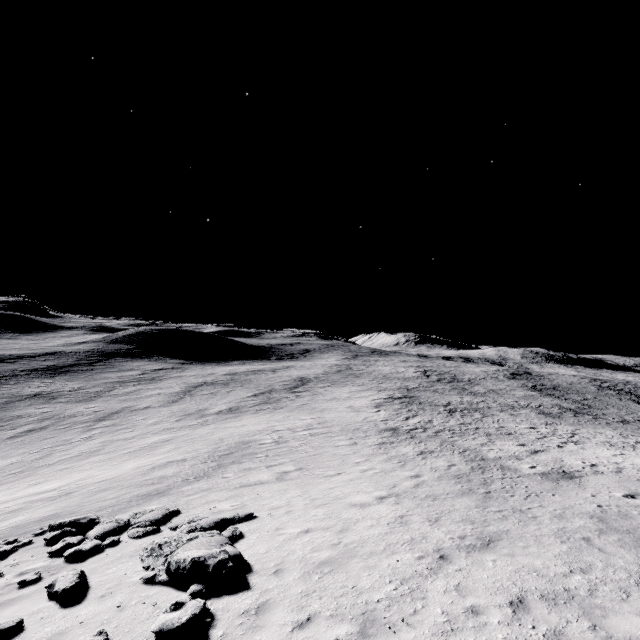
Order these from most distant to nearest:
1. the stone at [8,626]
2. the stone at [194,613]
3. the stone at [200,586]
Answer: the stone at [200,586], the stone at [8,626], the stone at [194,613]

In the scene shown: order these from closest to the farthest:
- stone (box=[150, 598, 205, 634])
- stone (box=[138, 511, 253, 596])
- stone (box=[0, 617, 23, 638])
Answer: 1. stone (box=[150, 598, 205, 634])
2. stone (box=[0, 617, 23, 638])
3. stone (box=[138, 511, 253, 596])

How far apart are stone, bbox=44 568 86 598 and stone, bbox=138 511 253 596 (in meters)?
1.33

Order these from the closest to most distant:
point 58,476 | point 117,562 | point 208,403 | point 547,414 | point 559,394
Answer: point 117,562 < point 58,476 < point 547,414 < point 208,403 < point 559,394

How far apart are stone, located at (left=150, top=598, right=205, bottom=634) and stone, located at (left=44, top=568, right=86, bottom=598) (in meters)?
3.04

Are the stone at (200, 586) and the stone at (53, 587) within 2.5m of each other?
yes

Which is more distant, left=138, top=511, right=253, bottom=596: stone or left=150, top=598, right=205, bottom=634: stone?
left=138, top=511, right=253, bottom=596: stone

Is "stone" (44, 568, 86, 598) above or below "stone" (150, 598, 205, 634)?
below
